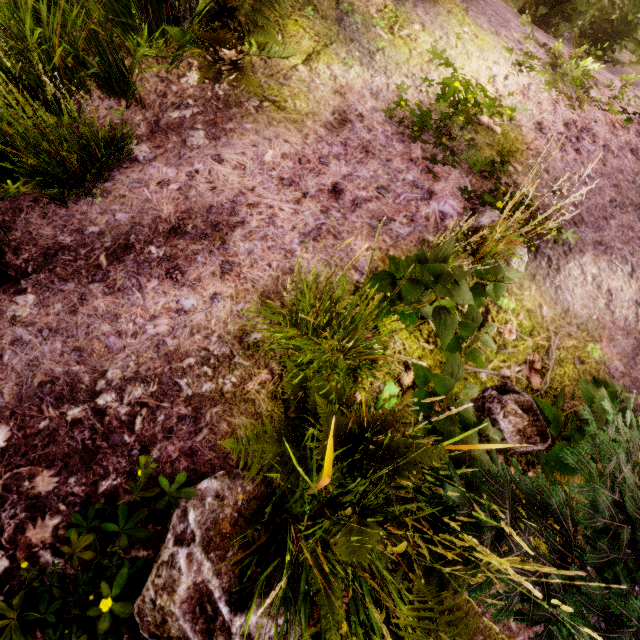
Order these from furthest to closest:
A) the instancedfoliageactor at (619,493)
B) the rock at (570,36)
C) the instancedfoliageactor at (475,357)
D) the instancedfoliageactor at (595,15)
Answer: the rock at (570,36) < the instancedfoliageactor at (595,15) < the instancedfoliageactor at (475,357) < the instancedfoliageactor at (619,493)

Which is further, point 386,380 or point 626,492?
point 386,380

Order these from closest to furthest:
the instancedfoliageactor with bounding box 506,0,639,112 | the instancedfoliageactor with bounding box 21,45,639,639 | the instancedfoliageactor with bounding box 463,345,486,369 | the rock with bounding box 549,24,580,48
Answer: the instancedfoliageactor with bounding box 21,45,639,639 → the instancedfoliageactor with bounding box 463,345,486,369 → the instancedfoliageactor with bounding box 506,0,639,112 → the rock with bounding box 549,24,580,48

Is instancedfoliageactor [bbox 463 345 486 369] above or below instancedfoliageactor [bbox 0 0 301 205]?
above

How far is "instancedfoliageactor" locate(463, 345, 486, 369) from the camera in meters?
2.1

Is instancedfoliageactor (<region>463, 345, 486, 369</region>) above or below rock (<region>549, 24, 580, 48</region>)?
below

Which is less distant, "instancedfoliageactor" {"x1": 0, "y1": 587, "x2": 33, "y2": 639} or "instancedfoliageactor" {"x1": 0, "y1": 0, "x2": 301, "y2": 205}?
"instancedfoliageactor" {"x1": 0, "y1": 587, "x2": 33, "y2": 639}

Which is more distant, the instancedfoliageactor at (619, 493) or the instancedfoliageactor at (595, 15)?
the instancedfoliageactor at (595, 15)
